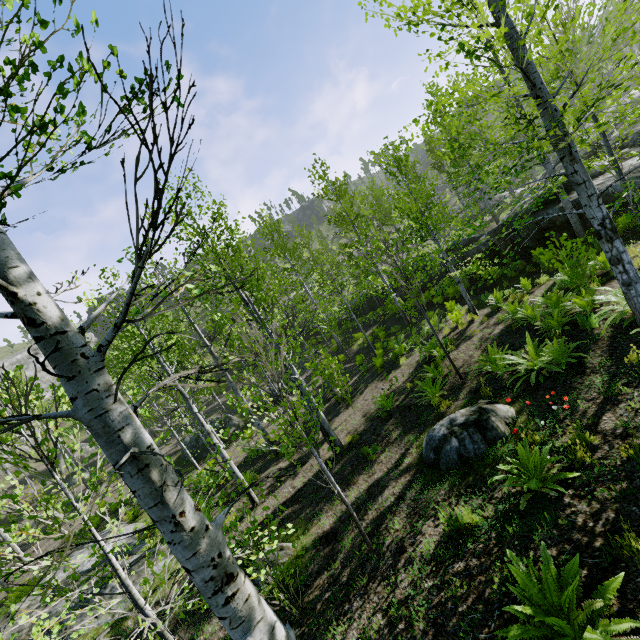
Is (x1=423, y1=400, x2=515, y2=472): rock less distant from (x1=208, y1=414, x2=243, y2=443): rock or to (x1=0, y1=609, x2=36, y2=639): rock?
(x1=0, y1=609, x2=36, y2=639): rock

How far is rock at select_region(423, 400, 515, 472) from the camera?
6.01m

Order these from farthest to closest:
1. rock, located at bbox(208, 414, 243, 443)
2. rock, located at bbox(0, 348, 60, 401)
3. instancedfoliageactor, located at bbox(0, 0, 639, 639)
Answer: rock, located at bbox(0, 348, 60, 401) → rock, located at bbox(208, 414, 243, 443) → instancedfoliageactor, located at bbox(0, 0, 639, 639)

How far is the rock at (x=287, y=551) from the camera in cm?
678

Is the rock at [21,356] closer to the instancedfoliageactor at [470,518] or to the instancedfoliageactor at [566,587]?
the instancedfoliageactor at [470,518]

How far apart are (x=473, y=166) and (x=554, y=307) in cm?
2148

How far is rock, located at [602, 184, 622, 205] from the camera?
10.5 meters

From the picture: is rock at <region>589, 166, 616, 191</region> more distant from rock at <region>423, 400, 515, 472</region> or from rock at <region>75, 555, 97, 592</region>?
rock at <region>75, 555, 97, 592</region>
